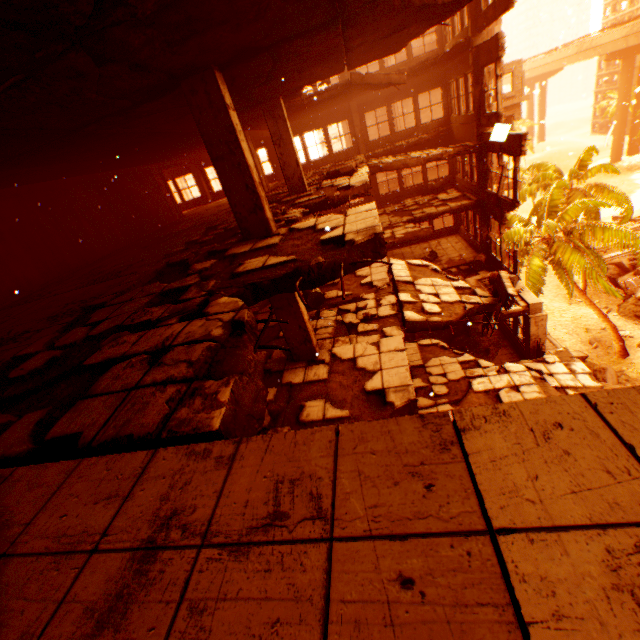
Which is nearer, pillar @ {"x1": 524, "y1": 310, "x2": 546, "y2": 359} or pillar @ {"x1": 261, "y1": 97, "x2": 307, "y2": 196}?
pillar @ {"x1": 261, "y1": 97, "x2": 307, "y2": 196}

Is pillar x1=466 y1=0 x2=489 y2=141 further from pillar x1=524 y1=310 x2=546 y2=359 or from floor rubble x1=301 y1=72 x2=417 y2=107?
pillar x1=524 y1=310 x2=546 y2=359

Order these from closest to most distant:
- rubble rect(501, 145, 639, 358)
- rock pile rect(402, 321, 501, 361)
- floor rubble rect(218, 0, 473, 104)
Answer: floor rubble rect(218, 0, 473, 104) < rock pile rect(402, 321, 501, 361) < rubble rect(501, 145, 639, 358)

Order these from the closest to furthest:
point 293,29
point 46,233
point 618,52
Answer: point 293,29, point 46,233, point 618,52

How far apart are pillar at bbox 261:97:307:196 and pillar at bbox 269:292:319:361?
4.6 meters

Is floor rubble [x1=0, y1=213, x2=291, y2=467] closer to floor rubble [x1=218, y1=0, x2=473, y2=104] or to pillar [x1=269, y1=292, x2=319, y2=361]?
pillar [x1=269, y1=292, x2=319, y2=361]

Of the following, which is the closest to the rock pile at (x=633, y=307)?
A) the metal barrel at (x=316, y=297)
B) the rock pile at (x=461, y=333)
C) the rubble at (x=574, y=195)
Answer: the rubble at (x=574, y=195)

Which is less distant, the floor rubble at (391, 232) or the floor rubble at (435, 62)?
the floor rubble at (435, 62)
